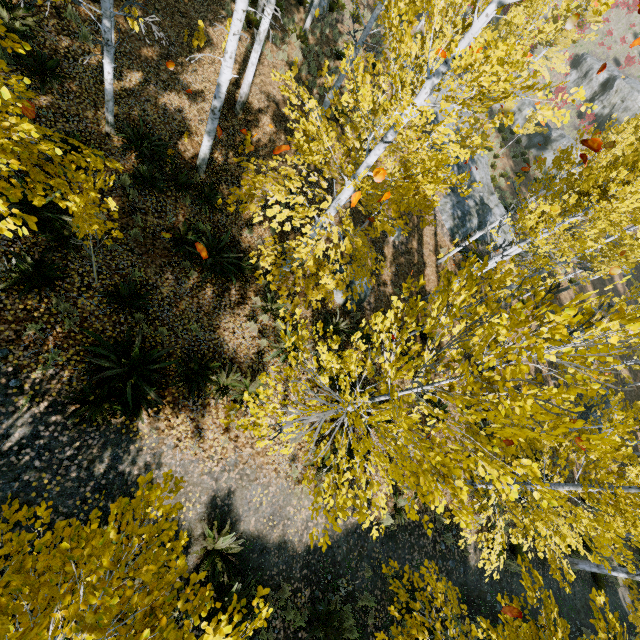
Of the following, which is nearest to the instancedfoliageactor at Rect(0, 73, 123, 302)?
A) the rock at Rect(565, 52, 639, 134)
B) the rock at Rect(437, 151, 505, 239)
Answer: the rock at Rect(437, 151, 505, 239)

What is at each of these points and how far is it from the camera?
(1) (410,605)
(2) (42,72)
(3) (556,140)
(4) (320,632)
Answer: (1) instancedfoliageactor, 5.1m
(2) instancedfoliageactor, 6.9m
(3) rock, 29.1m
(4) instancedfoliageactor, 6.1m

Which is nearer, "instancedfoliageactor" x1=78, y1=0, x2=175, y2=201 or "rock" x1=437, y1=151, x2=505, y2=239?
Answer: "instancedfoliageactor" x1=78, y1=0, x2=175, y2=201

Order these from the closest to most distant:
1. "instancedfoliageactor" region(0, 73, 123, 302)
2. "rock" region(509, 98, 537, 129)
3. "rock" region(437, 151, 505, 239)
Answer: "instancedfoliageactor" region(0, 73, 123, 302)
"rock" region(437, 151, 505, 239)
"rock" region(509, 98, 537, 129)

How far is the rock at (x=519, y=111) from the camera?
28.75m

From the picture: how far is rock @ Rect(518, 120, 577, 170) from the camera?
28.9 meters

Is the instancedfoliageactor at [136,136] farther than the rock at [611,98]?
No
